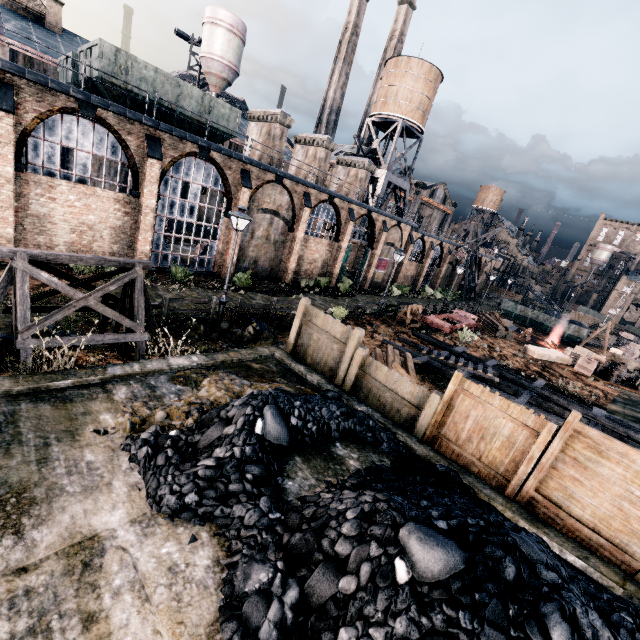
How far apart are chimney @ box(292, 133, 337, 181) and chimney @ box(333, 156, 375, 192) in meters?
4.9

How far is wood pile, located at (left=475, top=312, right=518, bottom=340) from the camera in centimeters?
3238cm

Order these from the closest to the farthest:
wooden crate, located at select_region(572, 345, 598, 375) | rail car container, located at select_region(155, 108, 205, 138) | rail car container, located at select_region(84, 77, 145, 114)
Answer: rail car container, located at select_region(84, 77, 145, 114) → rail car container, located at select_region(155, 108, 205, 138) → wooden crate, located at select_region(572, 345, 598, 375)

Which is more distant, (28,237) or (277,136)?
(277,136)

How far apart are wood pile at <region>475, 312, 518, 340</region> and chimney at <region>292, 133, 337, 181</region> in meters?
22.6 m

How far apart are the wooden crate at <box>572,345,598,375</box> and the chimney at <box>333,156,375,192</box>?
25.4 meters

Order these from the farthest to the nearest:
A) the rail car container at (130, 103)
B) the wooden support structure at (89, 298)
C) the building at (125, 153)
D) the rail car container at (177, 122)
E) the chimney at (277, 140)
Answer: the chimney at (277, 140), the rail car container at (177, 122), the rail car container at (130, 103), the building at (125, 153), the wooden support structure at (89, 298)

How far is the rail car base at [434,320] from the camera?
26.8 meters
